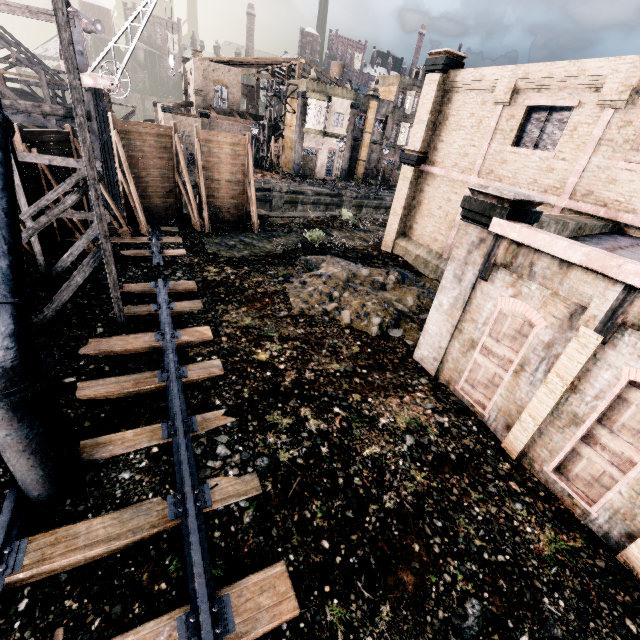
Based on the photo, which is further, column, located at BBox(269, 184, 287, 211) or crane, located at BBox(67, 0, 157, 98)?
column, located at BBox(269, 184, 287, 211)

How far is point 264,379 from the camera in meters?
9.5 m

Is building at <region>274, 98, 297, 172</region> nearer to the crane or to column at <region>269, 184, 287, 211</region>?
column at <region>269, 184, 287, 211</region>

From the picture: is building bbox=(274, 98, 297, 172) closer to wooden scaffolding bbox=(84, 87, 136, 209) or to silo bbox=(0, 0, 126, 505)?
wooden scaffolding bbox=(84, 87, 136, 209)

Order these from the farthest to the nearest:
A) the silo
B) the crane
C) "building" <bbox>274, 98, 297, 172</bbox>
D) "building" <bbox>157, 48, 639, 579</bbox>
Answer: "building" <bbox>274, 98, 297, 172</bbox> → the crane → "building" <bbox>157, 48, 639, 579</bbox> → the silo

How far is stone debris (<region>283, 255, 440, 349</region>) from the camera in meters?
13.1

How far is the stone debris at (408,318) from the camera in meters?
Answer: 13.1 m

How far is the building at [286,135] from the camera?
42.54m
